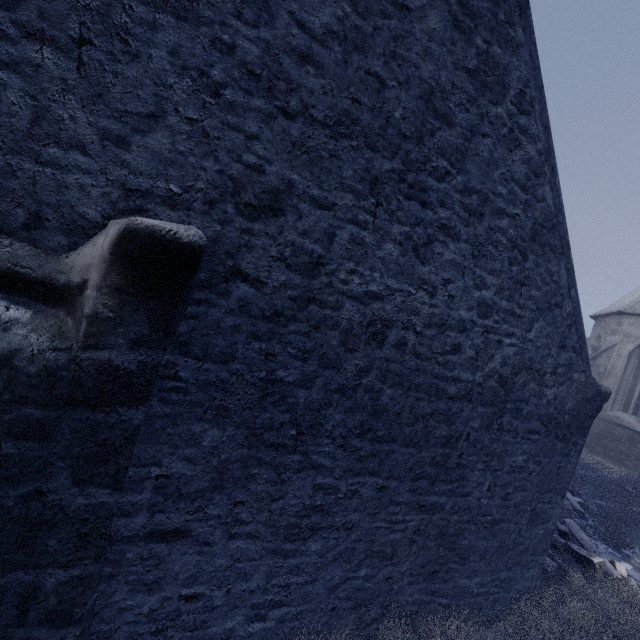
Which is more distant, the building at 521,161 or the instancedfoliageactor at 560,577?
the instancedfoliageactor at 560,577

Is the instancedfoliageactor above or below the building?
below

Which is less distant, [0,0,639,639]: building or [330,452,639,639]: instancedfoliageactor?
[0,0,639,639]: building

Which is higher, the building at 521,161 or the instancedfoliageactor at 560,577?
the building at 521,161

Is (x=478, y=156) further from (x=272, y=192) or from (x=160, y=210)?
(x=160, y=210)
